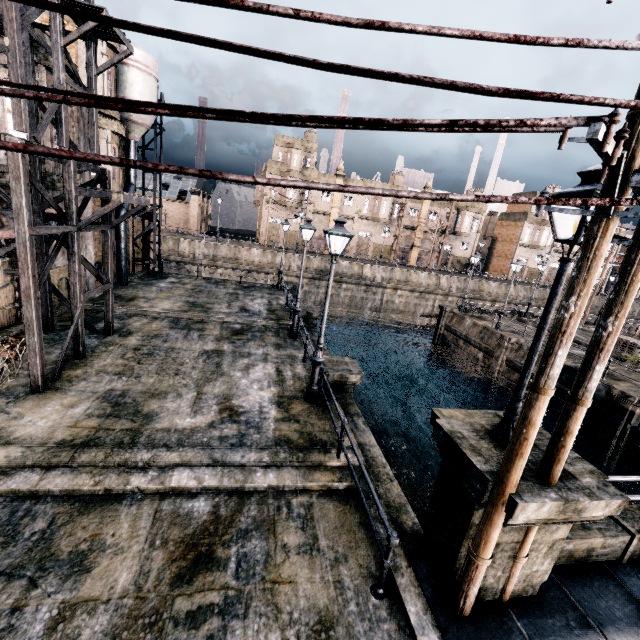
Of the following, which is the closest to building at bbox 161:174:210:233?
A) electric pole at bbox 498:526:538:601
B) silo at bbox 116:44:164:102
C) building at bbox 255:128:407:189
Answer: building at bbox 255:128:407:189

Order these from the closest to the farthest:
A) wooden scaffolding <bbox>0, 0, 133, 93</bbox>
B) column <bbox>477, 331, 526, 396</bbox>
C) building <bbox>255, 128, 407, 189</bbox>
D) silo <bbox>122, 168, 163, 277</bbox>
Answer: wooden scaffolding <bbox>0, 0, 133, 93</bbox>
silo <bbox>122, 168, 163, 277</bbox>
column <bbox>477, 331, 526, 396</bbox>
building <bbox>255, 128, 407, 189</bbox>

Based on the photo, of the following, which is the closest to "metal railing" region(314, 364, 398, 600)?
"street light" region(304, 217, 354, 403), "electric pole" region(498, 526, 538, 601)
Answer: "street light" region(304, 217, 354, 403)

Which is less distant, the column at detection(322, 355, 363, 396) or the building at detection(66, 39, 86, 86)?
the column at detection(322, 355, 363, 396)

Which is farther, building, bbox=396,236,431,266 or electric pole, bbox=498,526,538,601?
building, bbox=396,236,431,266

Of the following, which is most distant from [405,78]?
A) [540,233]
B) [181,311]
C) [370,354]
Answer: [540,233]

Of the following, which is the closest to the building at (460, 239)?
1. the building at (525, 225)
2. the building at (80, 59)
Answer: the building at (525, 225)

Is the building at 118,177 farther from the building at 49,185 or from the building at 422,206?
the building at 422,206
